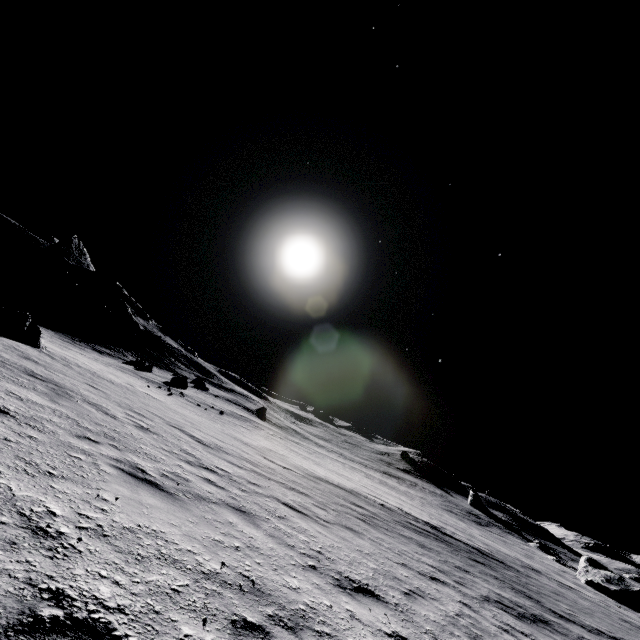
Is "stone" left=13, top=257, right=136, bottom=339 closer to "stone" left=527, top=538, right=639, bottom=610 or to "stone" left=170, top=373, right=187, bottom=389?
"stone" left=170, top=373, right=187, bottom=389

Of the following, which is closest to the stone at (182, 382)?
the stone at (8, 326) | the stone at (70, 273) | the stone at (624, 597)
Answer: the stone at (8, 326)

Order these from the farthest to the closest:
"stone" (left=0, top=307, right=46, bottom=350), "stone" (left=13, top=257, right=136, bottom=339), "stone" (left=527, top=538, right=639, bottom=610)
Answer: "stone" (left=13, top=257, right=136, bottom=339)
"stone" (left=527, top=538, right=639, bottom=610)
"stone" (left=0, top=307, right=46, bottom=350)

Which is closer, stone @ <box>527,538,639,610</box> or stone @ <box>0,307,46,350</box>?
stone @ <box>0,307,46,350</box>

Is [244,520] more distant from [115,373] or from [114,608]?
[115,373]

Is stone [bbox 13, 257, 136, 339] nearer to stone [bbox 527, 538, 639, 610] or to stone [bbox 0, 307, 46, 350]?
stone [bbox 0, 307, 46, 350]

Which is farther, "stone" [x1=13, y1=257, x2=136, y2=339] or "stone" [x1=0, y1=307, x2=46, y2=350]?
"stone" [x1=13, y1=257, x2=136, y2=339]

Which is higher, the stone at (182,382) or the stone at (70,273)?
the stone at (70,273)
